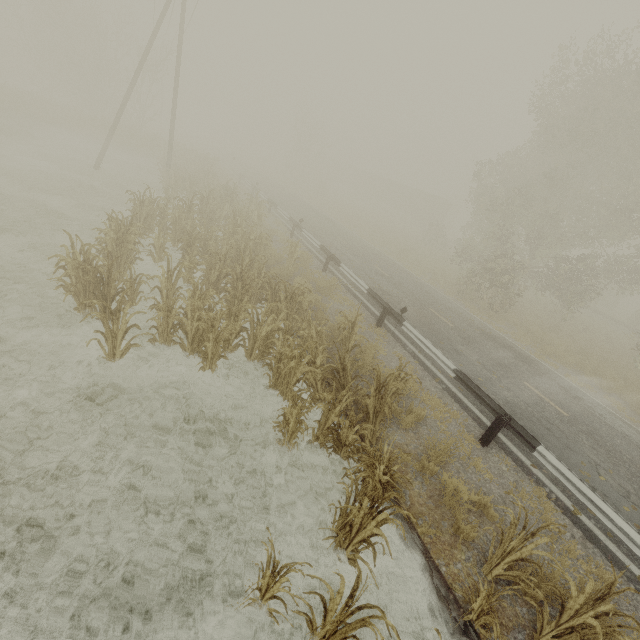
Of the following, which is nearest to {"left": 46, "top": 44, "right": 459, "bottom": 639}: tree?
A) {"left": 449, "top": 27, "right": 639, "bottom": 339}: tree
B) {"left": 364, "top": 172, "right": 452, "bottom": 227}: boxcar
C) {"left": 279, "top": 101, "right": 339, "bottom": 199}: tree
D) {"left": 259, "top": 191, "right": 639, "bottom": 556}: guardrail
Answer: {"left": 259, "top": 191, "right": 639, "bottom": 556}: guardrail

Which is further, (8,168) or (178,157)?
(178,157)

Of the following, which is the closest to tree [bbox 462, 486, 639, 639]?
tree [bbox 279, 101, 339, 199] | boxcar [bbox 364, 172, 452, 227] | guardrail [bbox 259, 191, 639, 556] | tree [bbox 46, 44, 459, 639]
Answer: guardrail [bbox 259, 191, 639, 556]

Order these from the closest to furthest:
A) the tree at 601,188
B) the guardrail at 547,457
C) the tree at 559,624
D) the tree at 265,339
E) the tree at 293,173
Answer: the tree at 559,624 → the tree at 265,339 → the guardrail at 547,457 → the tree at 601,188 → the tree at 293,173

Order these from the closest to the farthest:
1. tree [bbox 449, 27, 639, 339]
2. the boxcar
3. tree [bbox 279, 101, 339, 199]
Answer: tree [bbox 449, 27, 639, 339]
tree [bbox 279, 101, 339, 199]
the boxcar

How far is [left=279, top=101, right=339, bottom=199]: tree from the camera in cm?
4444

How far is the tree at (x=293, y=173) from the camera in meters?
44.4 m

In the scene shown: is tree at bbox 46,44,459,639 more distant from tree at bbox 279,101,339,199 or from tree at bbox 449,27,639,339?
tree at bbox 279,101,339,199
